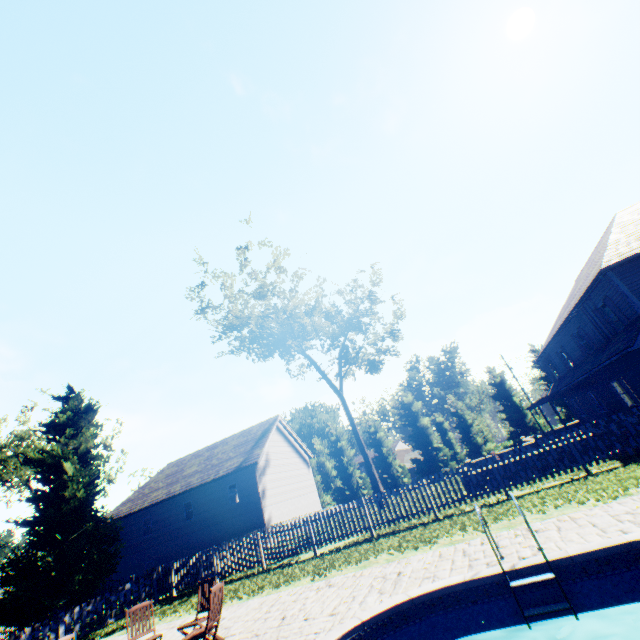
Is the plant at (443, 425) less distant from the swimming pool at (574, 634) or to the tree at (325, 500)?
the tree at (325, 500)

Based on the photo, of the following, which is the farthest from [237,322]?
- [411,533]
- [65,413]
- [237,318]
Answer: [411,533]

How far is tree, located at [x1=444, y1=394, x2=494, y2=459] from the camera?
36.9m

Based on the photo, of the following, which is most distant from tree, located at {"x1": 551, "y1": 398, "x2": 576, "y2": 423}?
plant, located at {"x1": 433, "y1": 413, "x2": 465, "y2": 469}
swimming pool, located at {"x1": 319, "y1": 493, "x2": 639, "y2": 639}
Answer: swimming pool, located at {"x1": 319, "y1": 493, "x2": 639, "y2": 639}

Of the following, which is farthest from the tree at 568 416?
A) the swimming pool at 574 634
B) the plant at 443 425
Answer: the swimming pool at 574 634

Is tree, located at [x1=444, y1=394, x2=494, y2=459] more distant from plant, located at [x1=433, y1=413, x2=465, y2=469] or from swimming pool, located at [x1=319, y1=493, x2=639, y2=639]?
swimming pool, located at [x1=319, y1=493, x2=639, y2=639]

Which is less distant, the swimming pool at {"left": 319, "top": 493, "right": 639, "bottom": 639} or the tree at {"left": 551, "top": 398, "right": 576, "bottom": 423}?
the swimming pool at {"left": 319, "top": 493, "right": 639, "bottom": 639}
